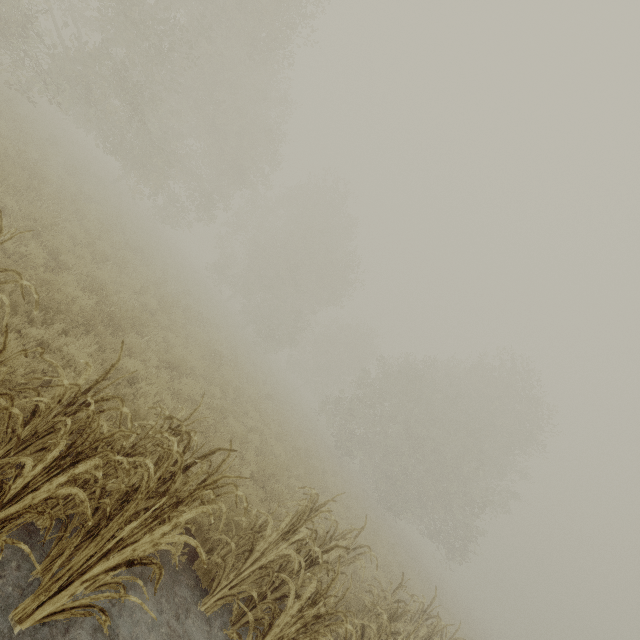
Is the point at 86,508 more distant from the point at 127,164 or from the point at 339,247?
the point at 339,247
